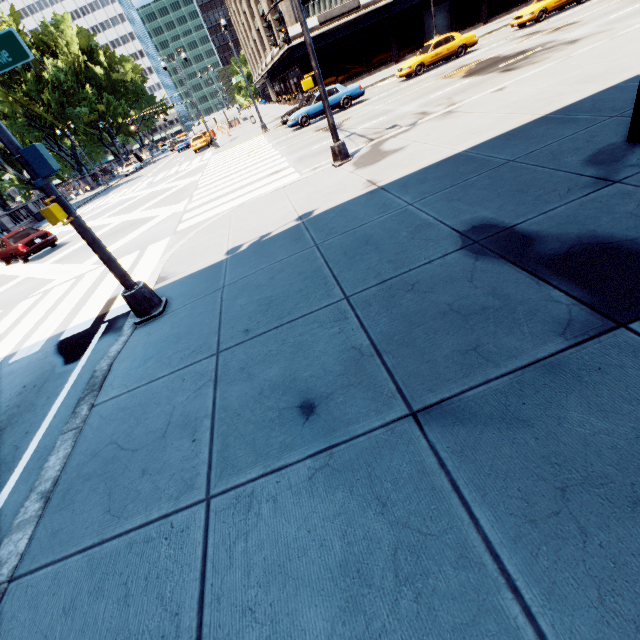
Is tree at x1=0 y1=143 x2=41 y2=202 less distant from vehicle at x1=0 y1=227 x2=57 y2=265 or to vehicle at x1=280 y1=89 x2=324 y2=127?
vehicle at x1=0 y1=227 x2=57 y2=265

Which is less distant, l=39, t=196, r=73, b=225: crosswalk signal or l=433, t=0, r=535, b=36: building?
l=39, t=196, r=73, b=225: crosswalk signal

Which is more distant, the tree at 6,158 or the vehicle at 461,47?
the tree at 6,158

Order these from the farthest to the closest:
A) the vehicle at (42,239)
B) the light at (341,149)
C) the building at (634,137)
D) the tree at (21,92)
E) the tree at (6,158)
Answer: the tree at (6,158), the tree at (21,92), the vehicle at (42,239), the light at (341,149), the building at (634,137)

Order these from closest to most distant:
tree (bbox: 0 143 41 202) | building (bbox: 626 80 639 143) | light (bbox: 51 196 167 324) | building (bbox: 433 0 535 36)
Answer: building (bbox: 626 80 639 143) < light (bbox: 51 196 167 324) < building (bbox: 433 0 535 36) < tree (bbox: 0 143 41 202)

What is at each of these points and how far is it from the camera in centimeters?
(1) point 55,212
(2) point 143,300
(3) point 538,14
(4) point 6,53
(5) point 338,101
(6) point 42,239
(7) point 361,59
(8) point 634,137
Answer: (1) crosswalk signal, 475cm
(2) light, 602cm
(3) vehicle, 2083cm
(4) light, 407cm
(5) vehicle, 2052cm
(6) vehicle, 1666cm
(7) building, 3309cm
(8) building, 482cm

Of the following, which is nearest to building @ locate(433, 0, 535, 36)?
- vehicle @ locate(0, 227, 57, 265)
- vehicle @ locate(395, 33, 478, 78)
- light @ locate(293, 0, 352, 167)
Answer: vehicle @ locate(395, 33, 478, 78)

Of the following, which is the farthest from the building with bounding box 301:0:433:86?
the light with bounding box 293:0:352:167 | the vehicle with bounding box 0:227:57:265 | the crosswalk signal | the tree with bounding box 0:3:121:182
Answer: the crosswalk signal
